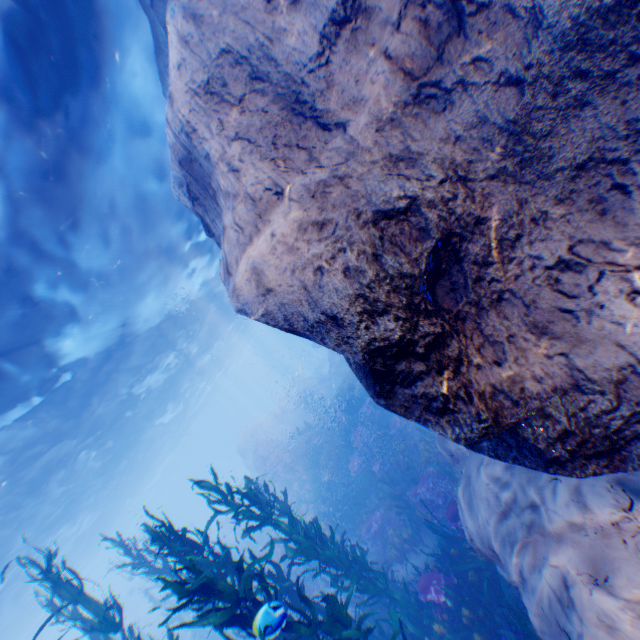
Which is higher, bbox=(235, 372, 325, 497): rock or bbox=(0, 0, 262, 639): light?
bbox=(0, 0, 262, 639): light

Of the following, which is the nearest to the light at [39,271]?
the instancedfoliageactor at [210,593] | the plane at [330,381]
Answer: the plane at [330,381]

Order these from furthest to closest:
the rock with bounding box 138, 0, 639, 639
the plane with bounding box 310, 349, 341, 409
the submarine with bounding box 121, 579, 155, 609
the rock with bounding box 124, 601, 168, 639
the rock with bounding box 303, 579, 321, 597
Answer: the rock with bounding box 124, 601, 168, 639 < the plane with bounding box 310, 349, 341, 409 < the submarine with bounding box 121, 579, 155, 609 < the rock with bounding box 303, 579, 321, 597 < the rock with bounding box 138, 0, 639, 639

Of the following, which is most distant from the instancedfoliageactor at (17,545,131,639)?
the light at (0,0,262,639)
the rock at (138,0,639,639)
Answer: the light at (0,0,262,639)

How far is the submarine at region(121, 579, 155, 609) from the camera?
28.4 meters

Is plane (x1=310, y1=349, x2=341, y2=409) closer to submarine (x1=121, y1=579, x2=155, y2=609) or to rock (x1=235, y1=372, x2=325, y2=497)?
rock (x1=235, y1=372, x2=325, y2=497)

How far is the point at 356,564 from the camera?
8.2m

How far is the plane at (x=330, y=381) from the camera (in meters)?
29.67
